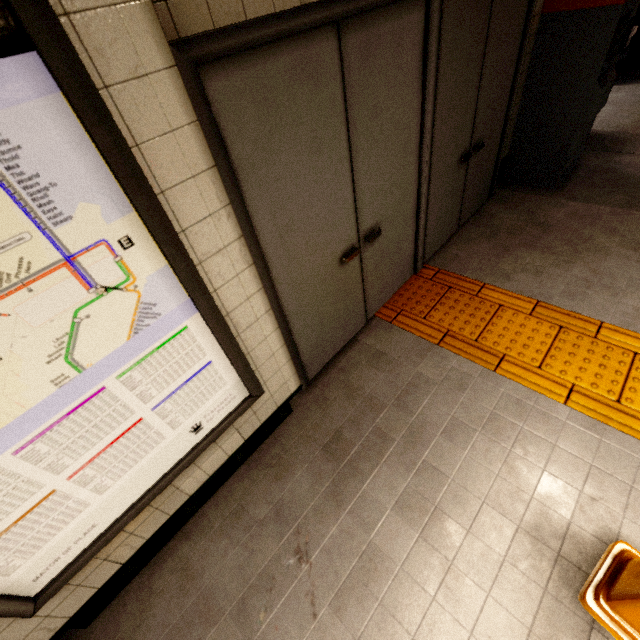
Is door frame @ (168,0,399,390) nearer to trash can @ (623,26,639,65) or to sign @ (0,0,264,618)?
sign @ (0,0,264,618)

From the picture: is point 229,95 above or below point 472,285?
above

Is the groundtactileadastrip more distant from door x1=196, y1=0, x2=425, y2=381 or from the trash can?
the trash can

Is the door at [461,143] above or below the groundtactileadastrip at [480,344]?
above

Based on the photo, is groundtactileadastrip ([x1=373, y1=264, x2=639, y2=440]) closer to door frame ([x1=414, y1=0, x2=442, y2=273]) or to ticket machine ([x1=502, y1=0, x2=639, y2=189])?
door frame ([x1=414, y1=0, x2=442, y2=273])

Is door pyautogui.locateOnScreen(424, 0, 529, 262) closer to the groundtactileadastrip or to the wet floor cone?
the groundtactileadastrip

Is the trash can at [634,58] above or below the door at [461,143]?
below

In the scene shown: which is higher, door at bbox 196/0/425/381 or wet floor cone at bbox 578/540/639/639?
door at bbox 196/0/425/381
